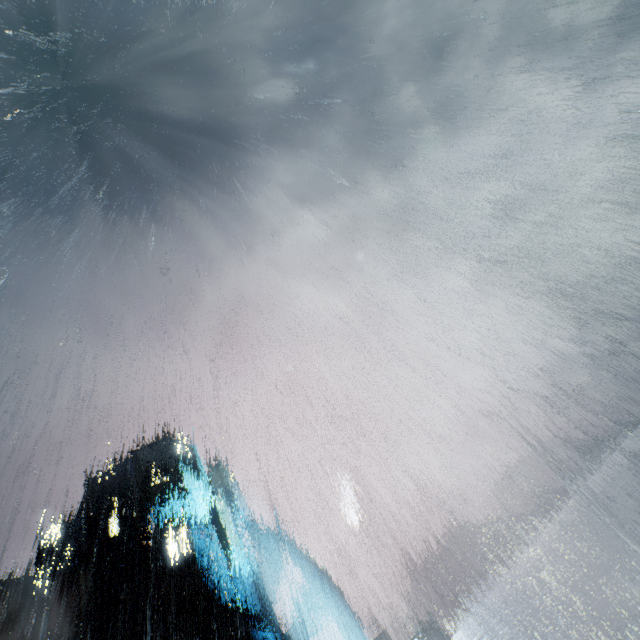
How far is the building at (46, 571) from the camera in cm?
5859

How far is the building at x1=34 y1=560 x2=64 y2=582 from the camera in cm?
5859

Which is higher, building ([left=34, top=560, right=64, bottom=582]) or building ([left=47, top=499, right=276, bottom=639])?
building ([left=34, top=560, right=64, bottom=582])

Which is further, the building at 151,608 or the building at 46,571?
the building at 46,571

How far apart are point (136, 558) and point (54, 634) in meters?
16.8 m

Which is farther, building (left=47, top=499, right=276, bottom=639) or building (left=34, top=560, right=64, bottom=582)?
building (left=34, top=560, right=64, bottom=582)
